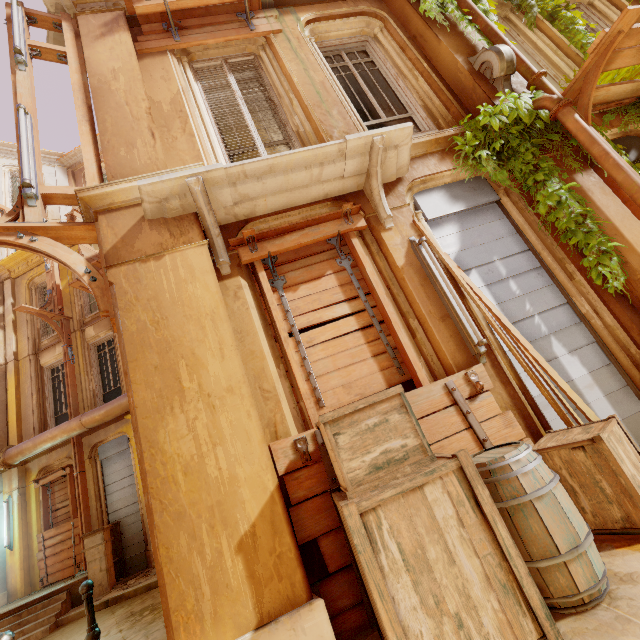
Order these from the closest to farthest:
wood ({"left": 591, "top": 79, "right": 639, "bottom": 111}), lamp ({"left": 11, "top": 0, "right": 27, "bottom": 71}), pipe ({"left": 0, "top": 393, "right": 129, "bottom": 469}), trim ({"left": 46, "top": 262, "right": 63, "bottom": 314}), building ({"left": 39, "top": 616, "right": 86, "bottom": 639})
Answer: lamp ({"left": 11, "top": 0, "right": 27, "bottom": 71})
wood ({"left": 591, "top": 79, "right": 639, "bottom": 111})
building ({"left": 39, "top": 616, "right": 86, "bottom": 639})
pipe ({"left": 0, "top": 393, "right": 129, "bottom": 469})
trim ({"left": 46, "top": 262, "right": 63, "bottom": 314})

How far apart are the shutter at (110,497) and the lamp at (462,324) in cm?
1105

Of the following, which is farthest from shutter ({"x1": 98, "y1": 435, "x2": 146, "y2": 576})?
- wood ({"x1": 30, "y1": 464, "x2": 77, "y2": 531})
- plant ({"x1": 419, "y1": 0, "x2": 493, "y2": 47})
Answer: plant ({"x1": 419, "y1": 0, "x2": 493, "y2": 47})

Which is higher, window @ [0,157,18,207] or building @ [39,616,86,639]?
window @ [0,157,18,207]

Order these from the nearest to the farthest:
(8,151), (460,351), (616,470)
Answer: (616,470)
(460,351)
(8,151)

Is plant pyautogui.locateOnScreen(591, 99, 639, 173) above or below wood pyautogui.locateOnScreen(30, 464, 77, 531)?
above

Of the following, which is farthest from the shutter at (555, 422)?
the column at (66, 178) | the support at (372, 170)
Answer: the column at (66, 178)

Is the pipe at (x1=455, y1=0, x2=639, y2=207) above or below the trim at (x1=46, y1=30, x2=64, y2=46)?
below
